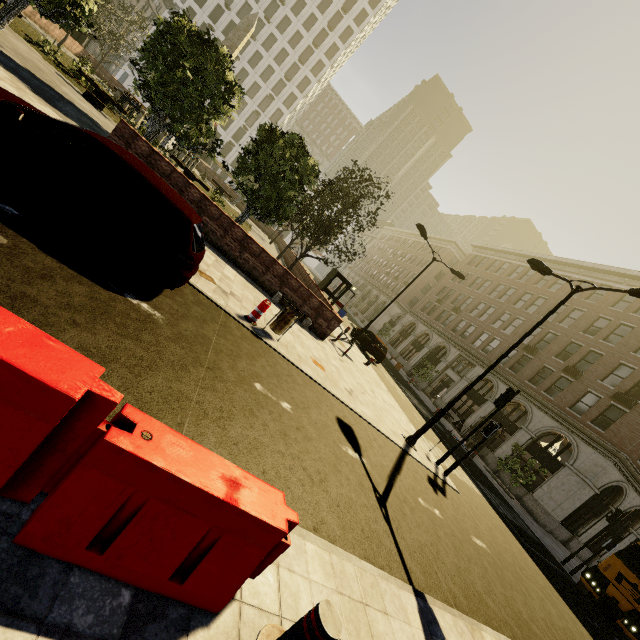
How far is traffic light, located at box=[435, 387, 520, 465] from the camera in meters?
11.4

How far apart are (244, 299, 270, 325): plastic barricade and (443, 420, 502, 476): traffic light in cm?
855

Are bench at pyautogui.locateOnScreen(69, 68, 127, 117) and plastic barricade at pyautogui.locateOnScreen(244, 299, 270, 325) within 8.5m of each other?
no

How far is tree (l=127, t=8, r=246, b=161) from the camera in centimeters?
1206cm

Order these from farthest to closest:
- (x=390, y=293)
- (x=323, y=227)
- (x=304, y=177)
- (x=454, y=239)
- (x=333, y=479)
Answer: (x=390, y=293)
(x=454, y=239)
(x=323, y=227)
(x=304, y=177)
(x=333, y=479)

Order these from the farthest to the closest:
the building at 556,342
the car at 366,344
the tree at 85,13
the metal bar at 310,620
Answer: the car at 366,344
the building at 556,342
the tree at 85,13
the metal bar at 310,620

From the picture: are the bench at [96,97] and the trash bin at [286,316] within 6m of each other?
no

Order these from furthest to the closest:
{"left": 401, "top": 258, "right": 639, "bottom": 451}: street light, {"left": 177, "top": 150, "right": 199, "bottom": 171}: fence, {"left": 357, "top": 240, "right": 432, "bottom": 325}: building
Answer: {"left": 357, "top": 240, "right": 432, "bottom": 325}: building, {"left": 177, "top": 150, "right": 199, "bottom": 171}: fence, {"left": 401, "top": 258, "right": 639, "bottom": 451}: street light
